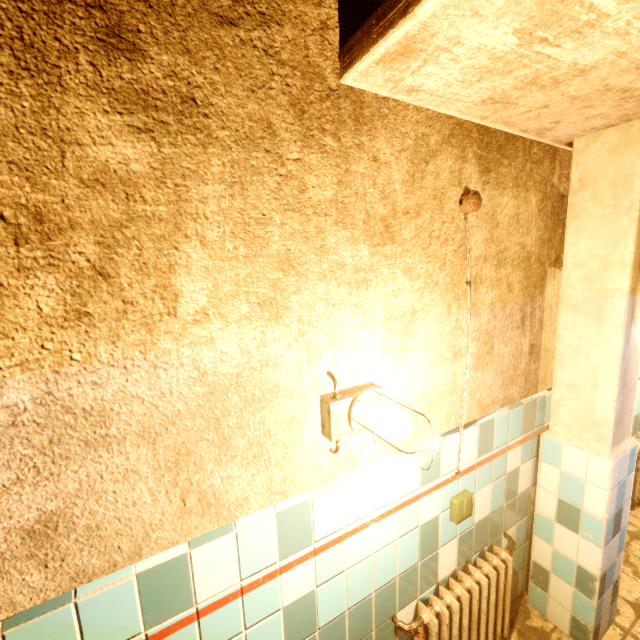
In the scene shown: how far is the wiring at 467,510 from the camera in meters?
1.7

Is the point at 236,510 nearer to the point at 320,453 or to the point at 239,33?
the point at 320,453

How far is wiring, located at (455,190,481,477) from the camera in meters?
1.5

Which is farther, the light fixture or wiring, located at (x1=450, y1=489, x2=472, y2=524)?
wiring, located at (x1=450, y1=489, x2=472, y2=524)

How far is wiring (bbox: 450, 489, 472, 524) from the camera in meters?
1.7

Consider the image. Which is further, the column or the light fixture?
the column

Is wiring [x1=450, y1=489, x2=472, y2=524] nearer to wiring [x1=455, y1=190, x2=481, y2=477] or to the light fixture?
wiring [x1=455, y1=190, x2=481, y2=477]

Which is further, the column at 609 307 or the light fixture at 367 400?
the column at 609 307
